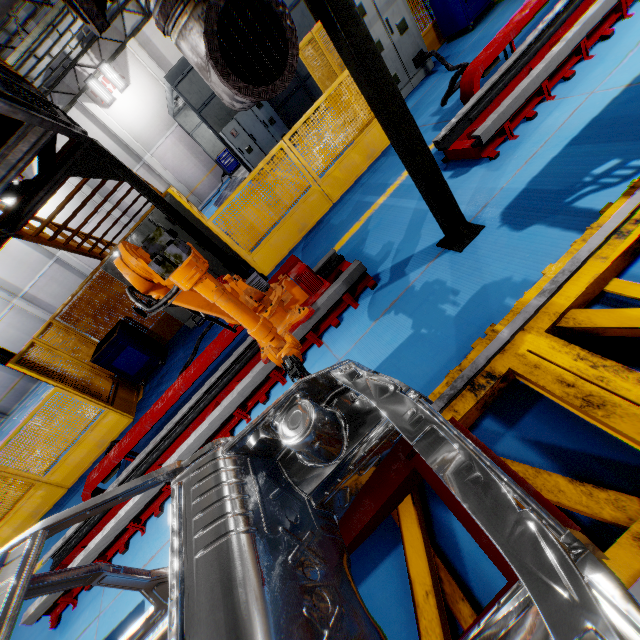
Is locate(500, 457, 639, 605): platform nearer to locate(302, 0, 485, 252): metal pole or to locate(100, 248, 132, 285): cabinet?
locate(302, 0, 485, 252): metal pole

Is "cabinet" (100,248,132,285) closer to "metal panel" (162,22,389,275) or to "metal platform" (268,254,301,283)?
"metal panel" (162,22,389,275)

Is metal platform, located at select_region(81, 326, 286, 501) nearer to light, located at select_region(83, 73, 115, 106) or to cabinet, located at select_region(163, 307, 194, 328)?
cabinet, located at select_region(163, 307, 194, 328)

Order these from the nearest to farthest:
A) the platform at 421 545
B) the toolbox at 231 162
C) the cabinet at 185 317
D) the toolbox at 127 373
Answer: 1. the platform at 421 545
2. the toolbox at 127 373
3. the cabinet at 185 317
4. the toolbox at 231 162

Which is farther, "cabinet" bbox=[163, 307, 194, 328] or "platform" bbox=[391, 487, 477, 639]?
"cabinet" bbox=[163, 307, 194, 328]

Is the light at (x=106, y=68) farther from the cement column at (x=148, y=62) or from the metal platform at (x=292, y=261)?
the metal platform at (x=292, y=261)

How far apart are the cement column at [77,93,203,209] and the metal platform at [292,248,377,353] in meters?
19.8 m

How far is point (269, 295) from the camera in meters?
3.8
